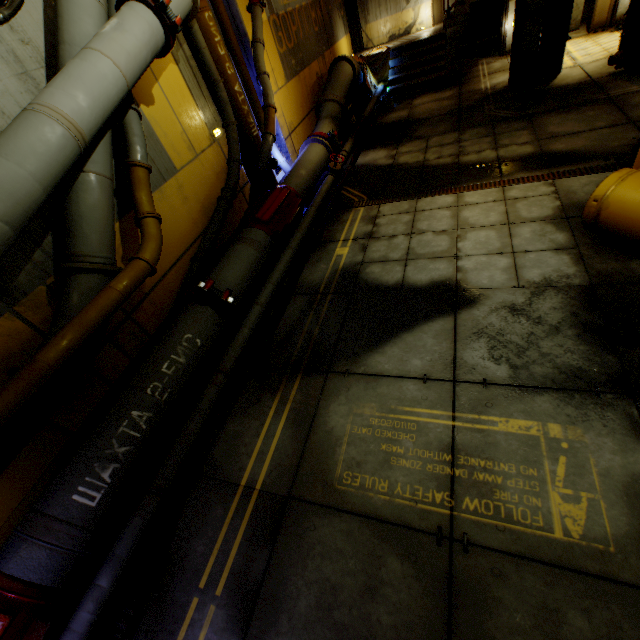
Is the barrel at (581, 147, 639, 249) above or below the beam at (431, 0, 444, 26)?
below

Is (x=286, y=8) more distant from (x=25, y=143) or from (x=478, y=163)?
(x=25, y=143)

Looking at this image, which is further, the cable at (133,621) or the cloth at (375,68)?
the cloth at (375,68)

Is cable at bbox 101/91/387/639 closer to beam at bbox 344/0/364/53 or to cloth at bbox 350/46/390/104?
cloth at bbox 350/46/390/104

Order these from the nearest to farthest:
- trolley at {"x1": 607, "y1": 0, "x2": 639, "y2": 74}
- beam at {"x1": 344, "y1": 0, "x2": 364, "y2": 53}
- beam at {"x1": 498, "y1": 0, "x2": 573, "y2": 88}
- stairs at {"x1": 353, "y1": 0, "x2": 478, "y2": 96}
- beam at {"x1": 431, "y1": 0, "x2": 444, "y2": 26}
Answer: trolley at {"x1": 607, "y1": 0, "x2": 639, "y2": 74} → beam at {"x1": 498, "y1": 0, "x2": 573, "y2": 88} → stairs at {"x1": 353, "y1": 0, "x2": 478, "y2": 96} → beam at {"x1": 431, "y1": 0, "x2": 444, "y2": 26} → beam at {"x1": 344, "y1": 0, "x2": 364, "y2": 53}

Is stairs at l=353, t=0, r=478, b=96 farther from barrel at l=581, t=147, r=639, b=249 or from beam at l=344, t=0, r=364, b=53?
barrel at l=581, t=147, r=639, b=249

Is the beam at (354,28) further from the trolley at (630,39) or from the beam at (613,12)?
the trolley at (630,39)

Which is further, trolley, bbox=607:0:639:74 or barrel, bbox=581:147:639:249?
trolley, bbox=607:0:639:74
